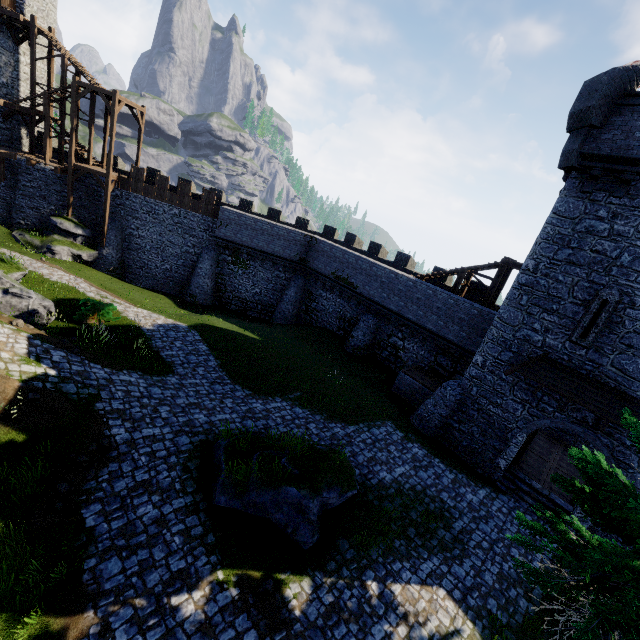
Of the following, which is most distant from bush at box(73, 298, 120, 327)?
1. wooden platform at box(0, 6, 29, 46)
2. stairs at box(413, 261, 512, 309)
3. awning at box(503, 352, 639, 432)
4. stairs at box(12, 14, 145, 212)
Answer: wooden platform at box(0, 6, 29, 46)

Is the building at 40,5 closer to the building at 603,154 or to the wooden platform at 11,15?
the wooden platform at 11,15

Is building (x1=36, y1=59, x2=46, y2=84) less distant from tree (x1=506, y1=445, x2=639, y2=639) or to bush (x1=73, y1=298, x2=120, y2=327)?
bush (x1=73, y1=298, x2=120, y2=327)

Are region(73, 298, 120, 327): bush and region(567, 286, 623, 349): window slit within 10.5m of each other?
no

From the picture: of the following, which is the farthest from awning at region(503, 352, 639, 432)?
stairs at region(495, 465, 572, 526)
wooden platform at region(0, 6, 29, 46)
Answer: wooden platform at region(0, 6, 29, 46)

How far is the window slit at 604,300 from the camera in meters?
12.3

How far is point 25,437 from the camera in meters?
9.1 m

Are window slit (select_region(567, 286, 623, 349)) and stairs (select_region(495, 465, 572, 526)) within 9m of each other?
yes
